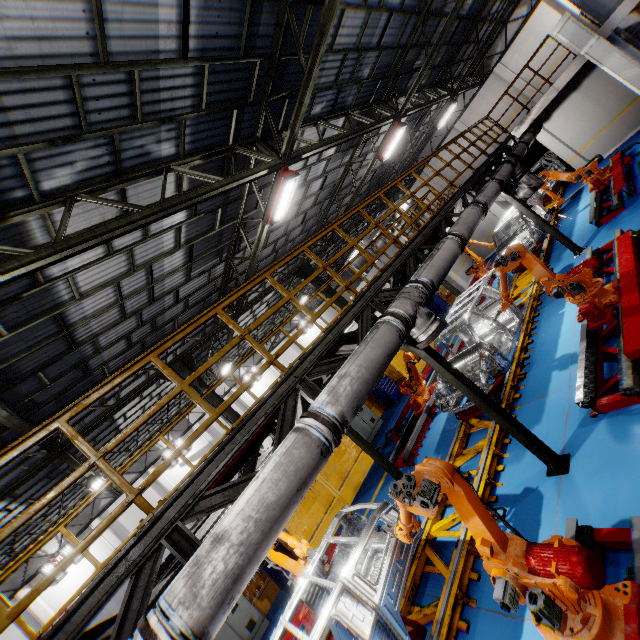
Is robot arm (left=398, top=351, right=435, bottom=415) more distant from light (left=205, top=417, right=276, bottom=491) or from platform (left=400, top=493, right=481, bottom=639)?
light (left=205, top=417, right=276, bottom=491)

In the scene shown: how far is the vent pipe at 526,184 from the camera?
10.41m

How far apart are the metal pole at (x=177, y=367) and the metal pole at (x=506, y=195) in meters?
11.2

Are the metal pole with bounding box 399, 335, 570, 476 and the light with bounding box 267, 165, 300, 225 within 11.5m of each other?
yes

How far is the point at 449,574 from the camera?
5.1m

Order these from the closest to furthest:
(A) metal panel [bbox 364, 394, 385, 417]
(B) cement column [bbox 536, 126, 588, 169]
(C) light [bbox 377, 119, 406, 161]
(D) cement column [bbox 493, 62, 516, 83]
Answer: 1. (C) light [bbox 377, 119, 406, 161]
2. (A) metal panel [bbox 364, 394, 385, 417]
3. (B) cement column [bbox 536, 126, 588, 169]
4. (D) cement column [bbox 493, 62, 516, 83]

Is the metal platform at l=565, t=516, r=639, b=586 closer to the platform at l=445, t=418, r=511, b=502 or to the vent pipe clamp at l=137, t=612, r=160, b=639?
the platform at l=445, t=418, r=511, b=502

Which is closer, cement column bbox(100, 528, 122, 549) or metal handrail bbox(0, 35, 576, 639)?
metal handrail bbox(0, 35, 576, 639)
